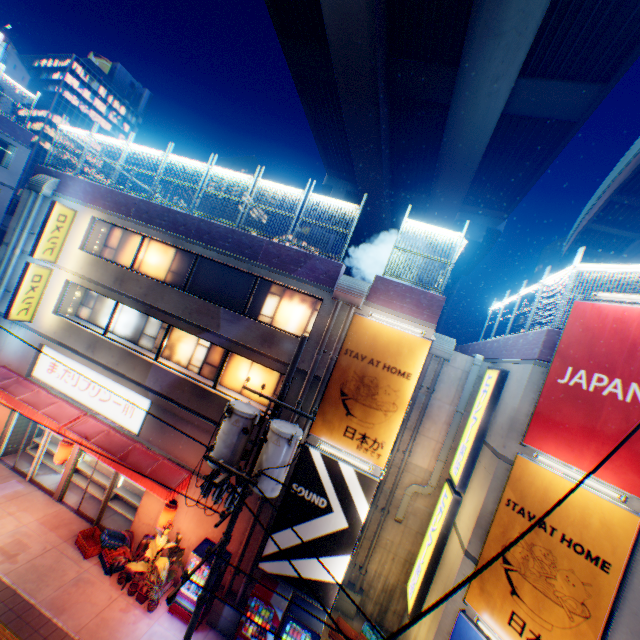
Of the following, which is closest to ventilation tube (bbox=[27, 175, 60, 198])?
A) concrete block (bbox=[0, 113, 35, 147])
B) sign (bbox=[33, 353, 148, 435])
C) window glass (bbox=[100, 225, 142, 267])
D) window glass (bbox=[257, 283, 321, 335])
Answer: window glass (bbox=[100, 225, 142, 267])

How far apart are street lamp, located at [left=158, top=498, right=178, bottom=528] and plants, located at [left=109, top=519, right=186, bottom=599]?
0.0 meters

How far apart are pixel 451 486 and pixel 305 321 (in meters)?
8.24

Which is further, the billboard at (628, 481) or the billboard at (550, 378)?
the billboard at (550, 378)

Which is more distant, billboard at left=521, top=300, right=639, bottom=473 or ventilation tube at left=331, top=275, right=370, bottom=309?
ventilation tube at left=331, top=275, right=370, bottom=309

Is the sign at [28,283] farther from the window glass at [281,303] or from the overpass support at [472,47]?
the overpass support at [472,47]

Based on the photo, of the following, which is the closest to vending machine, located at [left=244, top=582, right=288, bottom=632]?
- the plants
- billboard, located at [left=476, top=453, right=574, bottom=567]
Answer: the plants

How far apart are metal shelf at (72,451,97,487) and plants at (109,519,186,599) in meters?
3.5 m
